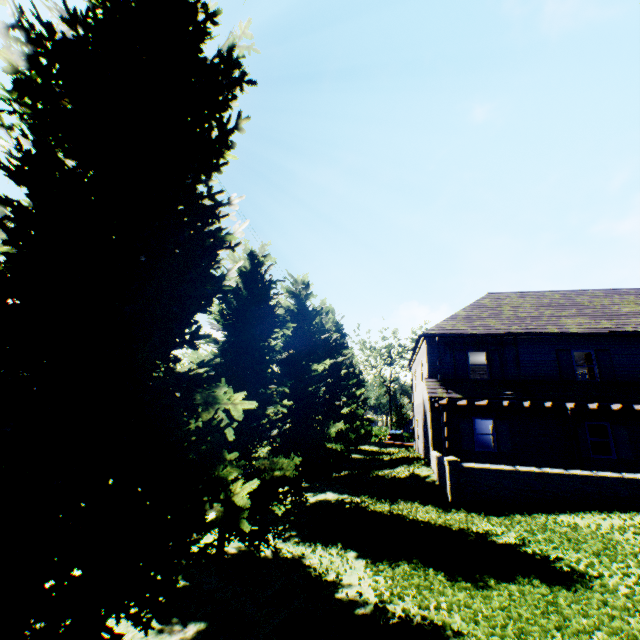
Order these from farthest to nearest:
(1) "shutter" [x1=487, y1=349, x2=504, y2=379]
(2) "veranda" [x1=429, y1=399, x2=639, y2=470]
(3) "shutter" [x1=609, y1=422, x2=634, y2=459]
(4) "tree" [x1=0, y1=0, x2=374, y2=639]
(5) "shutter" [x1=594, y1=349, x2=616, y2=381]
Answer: (1) "shutter" [x1=487, y1=349, x2=504, y2=379] < (5) "shutter" [x1=594, y1=349, x2=616, y2=381] < (3) "shutter" [x1=609, y1=422, x2=634, y2=459] < (2) "veranda" [x1=429, y1=399, x2=639, y2=470] < (4) "tree" [x1=0, y1=0, x2=374, y2=639]

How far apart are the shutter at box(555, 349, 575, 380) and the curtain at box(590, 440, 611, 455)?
1.95m

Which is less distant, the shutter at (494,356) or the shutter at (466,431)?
the shutter at (466,431)

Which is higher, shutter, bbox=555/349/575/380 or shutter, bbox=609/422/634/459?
shutter, bbox=555/349/575/380

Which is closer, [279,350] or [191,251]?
[191,251]

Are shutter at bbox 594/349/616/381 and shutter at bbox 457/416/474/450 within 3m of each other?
no

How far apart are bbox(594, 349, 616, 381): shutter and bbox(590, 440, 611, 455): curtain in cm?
183

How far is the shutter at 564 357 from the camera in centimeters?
1607cm
